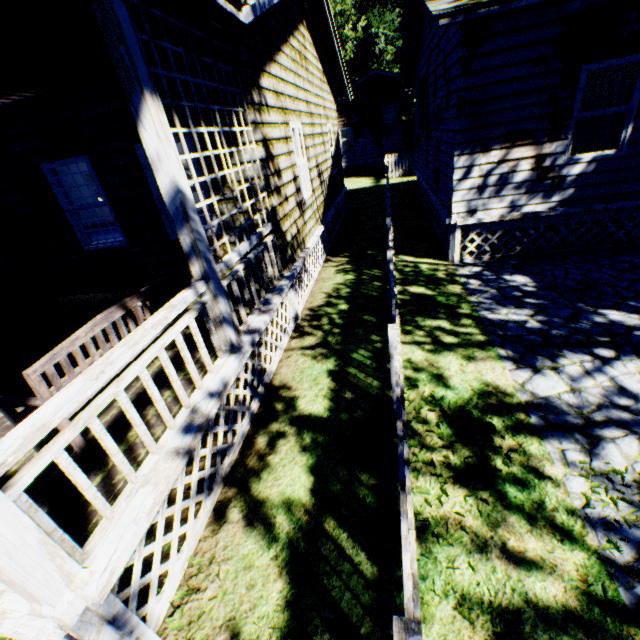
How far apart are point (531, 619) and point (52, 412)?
3.48m

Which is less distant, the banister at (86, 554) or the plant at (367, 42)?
the banister at (86, 554)

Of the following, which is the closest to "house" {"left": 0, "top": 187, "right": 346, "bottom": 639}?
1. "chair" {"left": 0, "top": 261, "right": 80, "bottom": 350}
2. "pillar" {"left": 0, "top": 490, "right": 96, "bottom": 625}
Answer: "pillar" {"left": 0, "top": 490, "right": 96, "bottom": 625}

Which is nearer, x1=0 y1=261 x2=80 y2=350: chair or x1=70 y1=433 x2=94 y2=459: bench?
x1=70 y1=433 x2=94 y2=459: bench

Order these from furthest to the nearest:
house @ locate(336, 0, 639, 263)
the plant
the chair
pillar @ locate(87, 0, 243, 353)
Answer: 1. the plant
2. house @ locate(336, 0, 639, 263)
3. the chair
4. pillar @ locate(87, 0, 243, 353)

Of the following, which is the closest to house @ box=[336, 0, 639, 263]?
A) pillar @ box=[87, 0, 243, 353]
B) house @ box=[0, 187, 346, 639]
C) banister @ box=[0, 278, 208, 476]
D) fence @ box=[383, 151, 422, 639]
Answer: fence @ box=[383, 151, 422, 639]

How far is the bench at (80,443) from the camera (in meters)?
2.80

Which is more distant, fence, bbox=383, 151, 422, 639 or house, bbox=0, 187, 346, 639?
house, bbox=0, 187, 346, 639
